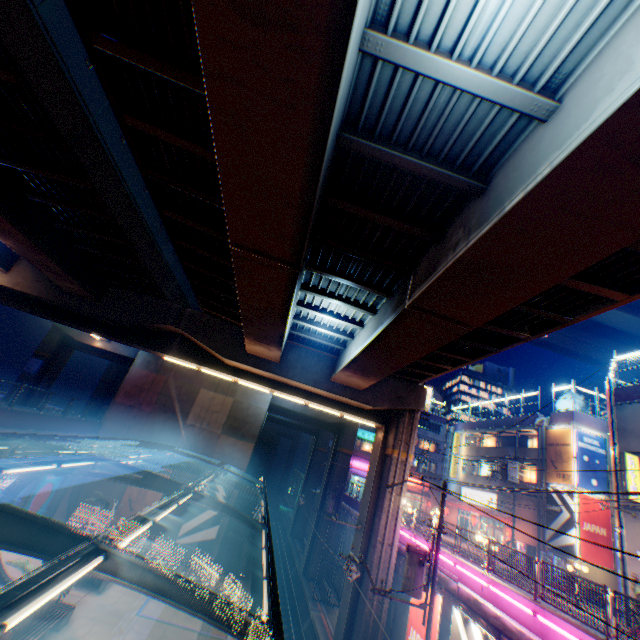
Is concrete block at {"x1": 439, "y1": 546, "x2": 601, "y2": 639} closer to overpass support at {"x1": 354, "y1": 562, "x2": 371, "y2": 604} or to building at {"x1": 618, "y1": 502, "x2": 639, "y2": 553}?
overpass support at {"x1": 354, "y1": 562, "x2": 371, "y2": 604}

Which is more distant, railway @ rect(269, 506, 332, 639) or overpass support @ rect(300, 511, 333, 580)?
overpass support @ rect(300, 511, 333, 580)

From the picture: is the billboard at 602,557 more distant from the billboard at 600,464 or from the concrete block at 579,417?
the concrete block at 579,417

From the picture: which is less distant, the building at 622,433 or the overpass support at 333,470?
the building at 622,433

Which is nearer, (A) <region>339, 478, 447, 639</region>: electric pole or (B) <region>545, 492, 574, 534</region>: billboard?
(A) <region>339, 478, 447, 639</region>: electric pole

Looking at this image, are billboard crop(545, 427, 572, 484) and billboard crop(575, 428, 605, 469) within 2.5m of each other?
yes

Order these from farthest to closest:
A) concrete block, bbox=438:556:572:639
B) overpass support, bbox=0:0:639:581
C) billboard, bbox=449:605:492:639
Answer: billboard, bbox=449:605:492:639
concrete block, bbox=438:556:572:639
overpass support, bbox=0:0:639:581

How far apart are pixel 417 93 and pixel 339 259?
5.67m
